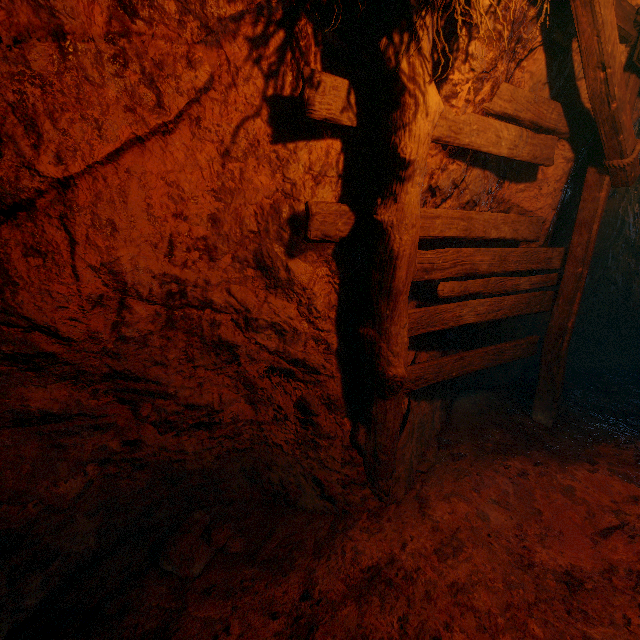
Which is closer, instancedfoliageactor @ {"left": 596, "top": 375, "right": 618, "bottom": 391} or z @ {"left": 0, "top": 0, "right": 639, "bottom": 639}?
z @ {"left": 0, "top": 0, "right": 639, "bottom": 639}

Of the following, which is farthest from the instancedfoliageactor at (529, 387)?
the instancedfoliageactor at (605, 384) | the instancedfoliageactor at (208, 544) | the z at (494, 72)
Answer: the instancedfoliageactor at (208, 544)

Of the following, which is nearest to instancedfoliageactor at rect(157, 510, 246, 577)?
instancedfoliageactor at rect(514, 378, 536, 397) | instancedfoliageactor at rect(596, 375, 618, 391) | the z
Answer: the z

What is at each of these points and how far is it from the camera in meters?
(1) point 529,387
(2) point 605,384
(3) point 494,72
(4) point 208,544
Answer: (1) instancedfoliageactor, 4.6 m
(2) instancedfoliageactor, 4.8 m
(3) z, 2.3 m
(4) instancedfoliageactor, 2.2 m

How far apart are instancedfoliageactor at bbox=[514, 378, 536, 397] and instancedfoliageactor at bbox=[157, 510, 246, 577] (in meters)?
4.17

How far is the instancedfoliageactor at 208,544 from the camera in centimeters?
211cm

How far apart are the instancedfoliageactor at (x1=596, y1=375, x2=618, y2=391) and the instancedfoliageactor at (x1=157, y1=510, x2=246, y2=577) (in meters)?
5.37
